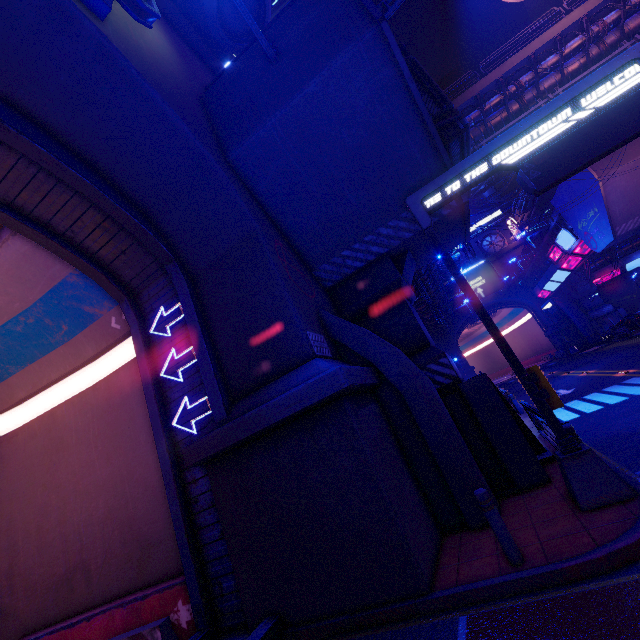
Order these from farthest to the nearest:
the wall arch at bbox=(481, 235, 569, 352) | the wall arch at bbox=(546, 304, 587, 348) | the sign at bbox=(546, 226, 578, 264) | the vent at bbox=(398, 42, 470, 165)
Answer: the wall arch at bbox=(481, 235, 569, 352) < the wall arch at bbox=(546, 304, 587, 348) < the sign at bbox=(546, 226, 578, 264) < the vent at bbox=(398, 42, 470, 165)

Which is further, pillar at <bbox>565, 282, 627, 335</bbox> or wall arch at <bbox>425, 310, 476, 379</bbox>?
wall arch at <bbox>425, 310, 476, 379</bbox>

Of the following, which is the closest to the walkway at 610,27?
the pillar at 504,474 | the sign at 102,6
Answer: the pillar at 504,474

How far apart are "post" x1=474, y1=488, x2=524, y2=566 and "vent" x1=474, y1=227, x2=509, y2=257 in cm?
5828

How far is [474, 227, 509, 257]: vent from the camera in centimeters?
5516cm

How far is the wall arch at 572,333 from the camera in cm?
4631

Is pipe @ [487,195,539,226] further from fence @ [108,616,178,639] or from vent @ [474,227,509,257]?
fence @ [108,616,178,639]

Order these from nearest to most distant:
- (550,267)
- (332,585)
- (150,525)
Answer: (332,585) → (150,525) → (550,267)
